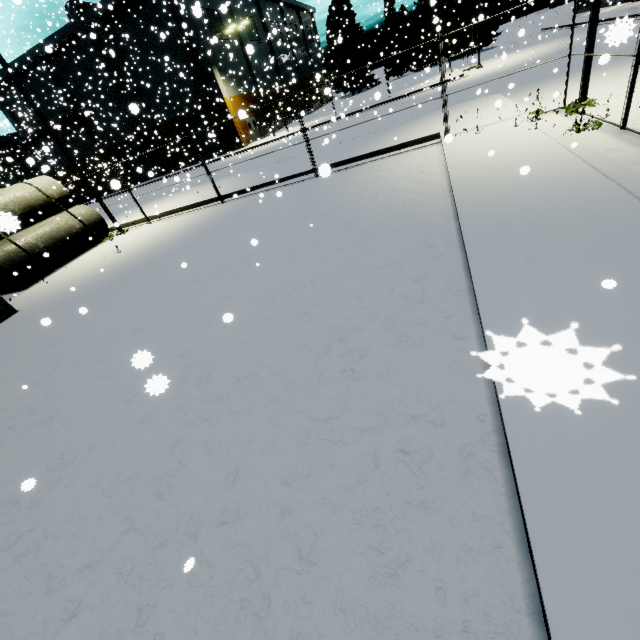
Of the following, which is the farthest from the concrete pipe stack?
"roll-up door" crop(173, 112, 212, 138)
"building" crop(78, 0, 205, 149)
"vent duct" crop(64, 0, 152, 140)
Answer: "roll-up door" crop(173, 112, 212, 138)

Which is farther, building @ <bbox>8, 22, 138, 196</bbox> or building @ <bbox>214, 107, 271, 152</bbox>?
building @ <bbox>214, 107, 271, 152</bbox>

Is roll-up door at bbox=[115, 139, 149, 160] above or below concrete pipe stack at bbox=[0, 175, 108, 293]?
above

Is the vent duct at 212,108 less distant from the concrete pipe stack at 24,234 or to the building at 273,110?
the building at 273,110

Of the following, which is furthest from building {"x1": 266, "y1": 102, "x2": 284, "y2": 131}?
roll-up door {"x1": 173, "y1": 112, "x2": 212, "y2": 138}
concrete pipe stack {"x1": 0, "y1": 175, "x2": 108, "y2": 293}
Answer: concrete pipe stack {"x1": 0, "y1": 175, "x2": 108, "y2": 293}

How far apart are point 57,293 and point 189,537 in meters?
12.5 m

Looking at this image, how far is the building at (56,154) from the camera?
28.3 meters

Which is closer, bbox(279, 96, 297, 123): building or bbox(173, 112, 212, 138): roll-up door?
bbox(173, 112, 212, 138): roll-up door
